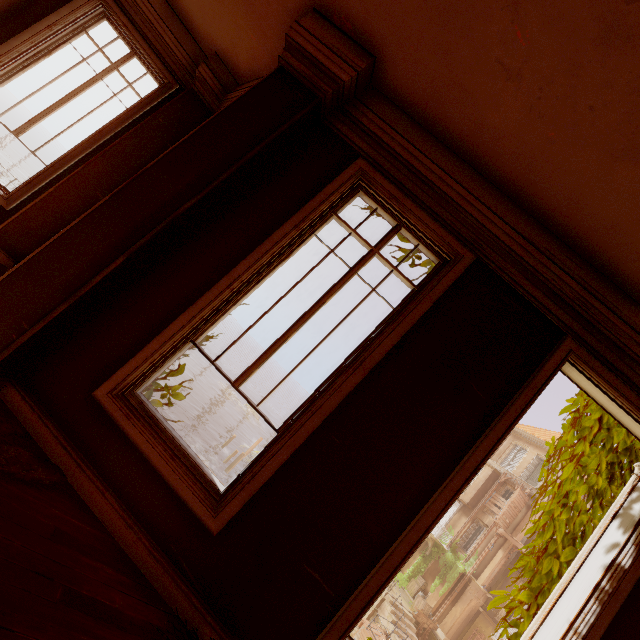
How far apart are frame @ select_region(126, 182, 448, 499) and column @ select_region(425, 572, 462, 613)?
30.66m

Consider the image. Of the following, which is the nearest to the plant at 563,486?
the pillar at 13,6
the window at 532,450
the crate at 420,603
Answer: the crate at 420,603

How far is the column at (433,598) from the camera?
24.1 meters

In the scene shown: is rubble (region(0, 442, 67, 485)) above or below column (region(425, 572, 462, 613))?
above

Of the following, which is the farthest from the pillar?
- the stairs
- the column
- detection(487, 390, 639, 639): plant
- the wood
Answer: the column

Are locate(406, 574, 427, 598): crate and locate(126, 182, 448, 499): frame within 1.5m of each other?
no

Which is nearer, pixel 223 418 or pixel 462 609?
pixel 462 609

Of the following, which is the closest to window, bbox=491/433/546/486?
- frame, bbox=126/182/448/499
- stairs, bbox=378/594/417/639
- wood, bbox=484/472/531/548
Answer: wood, bbox=484/472/531/548
